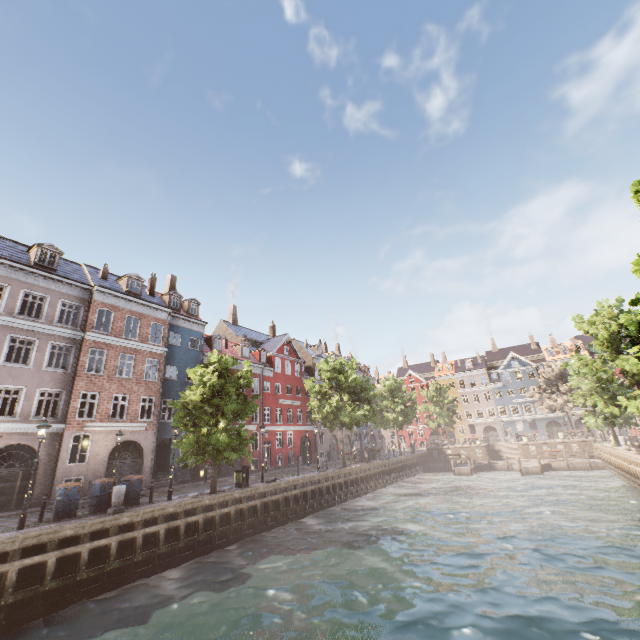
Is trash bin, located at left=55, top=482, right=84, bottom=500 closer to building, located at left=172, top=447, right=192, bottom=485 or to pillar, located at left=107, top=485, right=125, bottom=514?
pillar, located at left=107, top=485, right=125, bottom=514

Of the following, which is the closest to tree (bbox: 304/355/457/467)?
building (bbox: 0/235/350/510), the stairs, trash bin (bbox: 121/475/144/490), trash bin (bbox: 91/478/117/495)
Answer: trash bin (bbox: 121/475/144/490)

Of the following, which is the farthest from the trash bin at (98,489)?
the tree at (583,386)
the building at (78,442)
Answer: the building at (78,442)

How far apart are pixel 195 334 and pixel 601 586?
29.73m

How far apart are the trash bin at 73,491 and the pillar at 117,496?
1.34m

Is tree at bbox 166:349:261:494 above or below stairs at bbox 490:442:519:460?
above

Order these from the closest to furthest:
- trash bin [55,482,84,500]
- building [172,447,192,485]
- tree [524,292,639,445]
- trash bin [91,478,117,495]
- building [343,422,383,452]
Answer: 1. trash bin [55,482,84,500]
2. trash bin [91,478,117,495]
3. tree [524,292,639,445]
4. building [172,447,192,485]
5. building [343,422,383,452]

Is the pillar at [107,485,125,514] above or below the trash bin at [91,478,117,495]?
below
